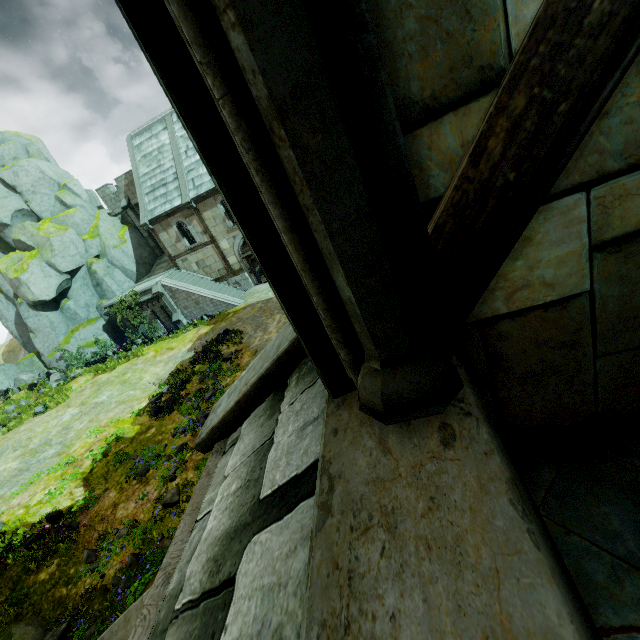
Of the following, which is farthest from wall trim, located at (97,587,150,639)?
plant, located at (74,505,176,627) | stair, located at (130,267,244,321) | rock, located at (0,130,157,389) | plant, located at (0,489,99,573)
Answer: rock, located at (0,130,157,389)

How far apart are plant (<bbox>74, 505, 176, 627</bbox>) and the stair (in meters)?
15.92

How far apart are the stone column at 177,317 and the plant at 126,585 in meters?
16.7

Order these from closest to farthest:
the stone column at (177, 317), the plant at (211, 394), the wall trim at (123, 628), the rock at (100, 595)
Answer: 1. the wall trim at (123, 628)
2. the rock at (100, 595)
3. the plant at (211, 394)
4. the stone column at (177, 317)

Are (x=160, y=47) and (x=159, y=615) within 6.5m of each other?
yes

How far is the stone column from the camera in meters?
22.8 m

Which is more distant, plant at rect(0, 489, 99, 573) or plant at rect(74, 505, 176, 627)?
plant at rect(0, 489, 99, 573)

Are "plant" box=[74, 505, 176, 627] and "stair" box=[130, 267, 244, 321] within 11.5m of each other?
no
